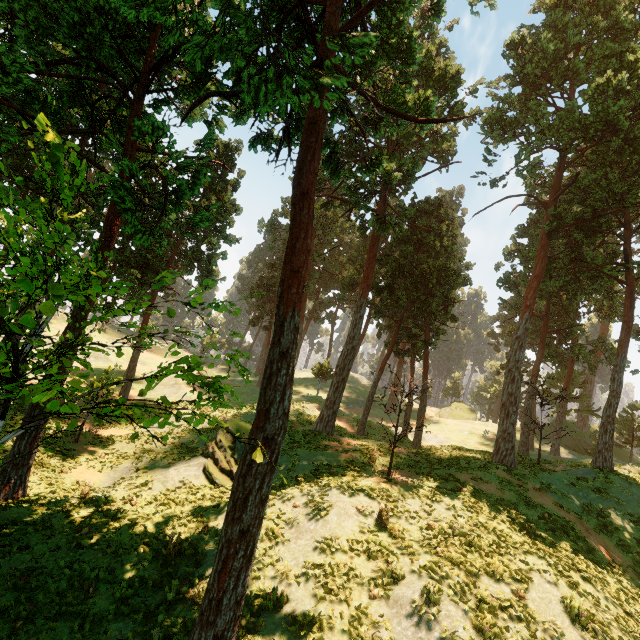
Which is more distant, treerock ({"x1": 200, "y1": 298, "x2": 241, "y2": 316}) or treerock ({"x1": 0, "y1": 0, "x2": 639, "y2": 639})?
treerock ({"x1": 200, "y1": 298, "x2": 241, "y2": 316})

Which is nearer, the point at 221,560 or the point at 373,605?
the point at 221,560

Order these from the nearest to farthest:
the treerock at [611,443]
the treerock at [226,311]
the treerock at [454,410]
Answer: the treerock at [611,443]
the treerock at [226,311]
the treerock at [454,410]

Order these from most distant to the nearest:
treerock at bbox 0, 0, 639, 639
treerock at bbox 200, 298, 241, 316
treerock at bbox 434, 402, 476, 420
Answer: treerock at bbox 434, 402, 476, 420
treerock at bbox 200, 298, 241, 316
treerock at bbox 0, 0, 639, 639

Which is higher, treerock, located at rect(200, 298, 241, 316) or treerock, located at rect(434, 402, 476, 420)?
treerock, located at rect(434, 402, 476, 420)

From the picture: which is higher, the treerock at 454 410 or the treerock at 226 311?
the treerock at 454 410
